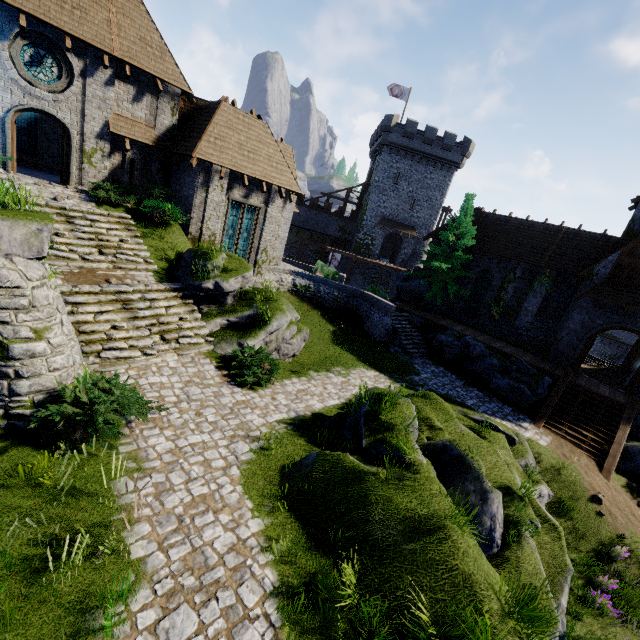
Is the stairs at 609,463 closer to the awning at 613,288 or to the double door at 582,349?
the double door at 582,349

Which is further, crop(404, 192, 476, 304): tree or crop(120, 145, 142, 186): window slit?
crop(404, 192, 476, 304): tree

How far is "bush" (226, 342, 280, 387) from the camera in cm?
1136

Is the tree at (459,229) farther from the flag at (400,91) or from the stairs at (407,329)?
the flag at (400,91)

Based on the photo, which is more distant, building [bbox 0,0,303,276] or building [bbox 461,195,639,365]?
building [bbox 461,195,639,365]

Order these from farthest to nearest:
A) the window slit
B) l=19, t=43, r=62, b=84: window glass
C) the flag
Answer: the flag
the window slit
l=19, t=43, r=62, b=84: window glass

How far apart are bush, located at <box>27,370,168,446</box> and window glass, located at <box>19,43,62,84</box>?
13.6 meters

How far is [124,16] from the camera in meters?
14.5 m
